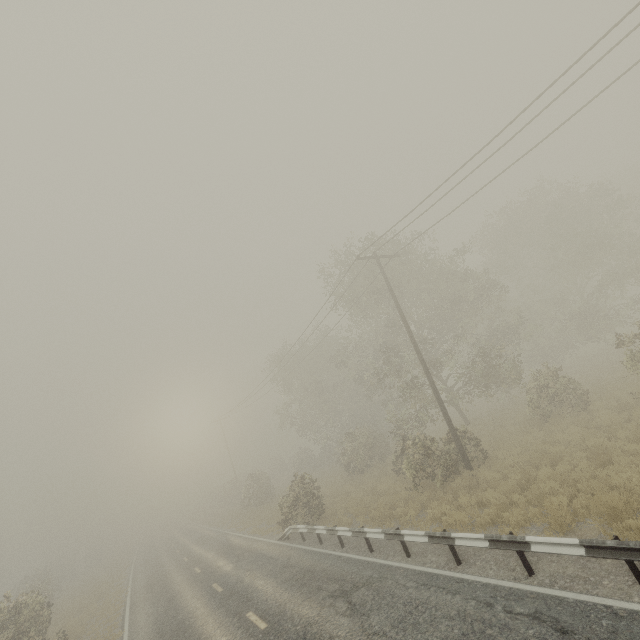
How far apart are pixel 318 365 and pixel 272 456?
27.9m

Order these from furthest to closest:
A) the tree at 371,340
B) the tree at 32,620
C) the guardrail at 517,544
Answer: the tree at 371,340 → the tree at 32,620 → the guardrail at 517,544

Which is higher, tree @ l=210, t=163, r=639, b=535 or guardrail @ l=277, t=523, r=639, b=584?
tree @ l=210, t=163, r=639, b=535

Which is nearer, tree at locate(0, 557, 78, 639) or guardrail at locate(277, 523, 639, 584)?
guardrail at locate(277, 523, 639, 584)

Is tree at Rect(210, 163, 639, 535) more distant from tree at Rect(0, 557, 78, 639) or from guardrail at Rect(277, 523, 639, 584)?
guardrail at Rect(277, 523, 639, 584)

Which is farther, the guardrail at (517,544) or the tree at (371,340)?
the tree at (371,340)

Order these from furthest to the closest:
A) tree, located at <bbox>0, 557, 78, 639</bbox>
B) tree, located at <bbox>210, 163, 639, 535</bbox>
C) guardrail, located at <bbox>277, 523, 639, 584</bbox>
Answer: tree, located at <bbox>210, 163, 639, 535</bbox>
tree, located at <bbox>0, 557, 78, 639</bbox>
guardrail, located at <bbox>277, 523, 639, 584</bbox>
